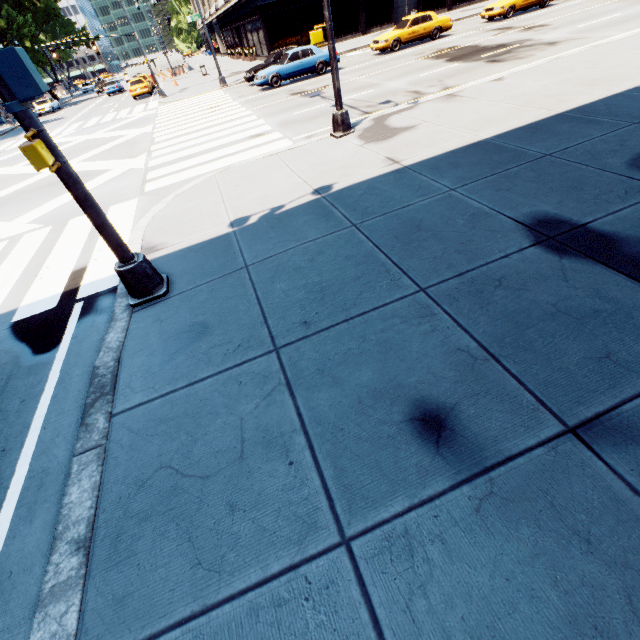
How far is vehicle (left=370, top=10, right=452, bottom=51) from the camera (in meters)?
20.17

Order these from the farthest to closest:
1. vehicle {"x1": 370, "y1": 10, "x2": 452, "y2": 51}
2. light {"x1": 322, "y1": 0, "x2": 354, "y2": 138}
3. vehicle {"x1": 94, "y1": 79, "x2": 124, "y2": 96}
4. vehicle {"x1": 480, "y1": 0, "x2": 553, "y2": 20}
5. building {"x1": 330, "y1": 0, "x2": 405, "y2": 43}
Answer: vehicle {"x1": 94, "y1": 79, "x2": 124, "y2": 96} → building {"x1": 330, "y1": 0, "x2": 405, "y2": 43} → vehicle {"x1": 480, "y1": 0, "x2": 553, "y2": 20} → vehicle {"x1": 370, "y1": 10, "x2": 452, "y2": 51} → light {"x1": 322, "y1": 0, "x2": 354, "y2": 138}

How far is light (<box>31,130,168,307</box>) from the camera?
3.85m

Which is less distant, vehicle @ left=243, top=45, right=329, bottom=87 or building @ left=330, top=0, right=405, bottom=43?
vehicle @ left=243, top=45, right=329, bottom=87

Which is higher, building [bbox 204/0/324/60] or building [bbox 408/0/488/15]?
building [bbox 204/0/324/60]

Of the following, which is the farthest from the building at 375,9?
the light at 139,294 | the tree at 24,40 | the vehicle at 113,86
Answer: the light at 139,294

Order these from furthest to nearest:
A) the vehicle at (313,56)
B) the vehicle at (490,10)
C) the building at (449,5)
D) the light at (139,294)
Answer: the building at (449,5) < the vehicle at (490,10) < the vehicle at (313,56) < the light at (139,294)

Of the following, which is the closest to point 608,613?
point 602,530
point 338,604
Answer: point 602,530
